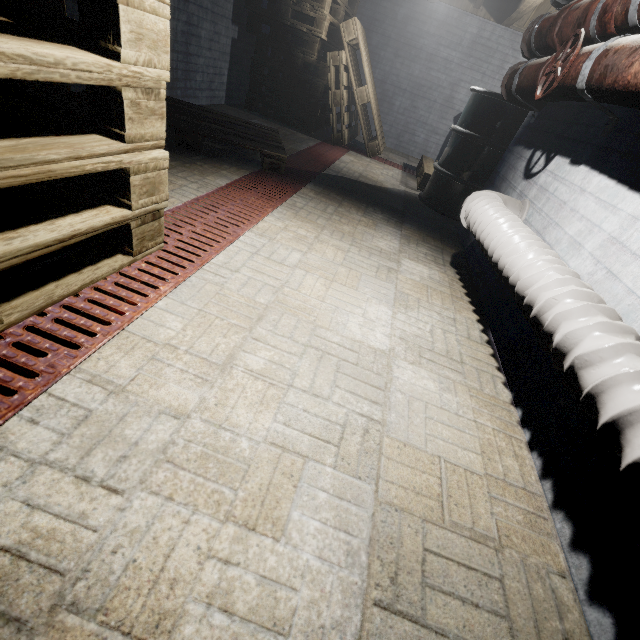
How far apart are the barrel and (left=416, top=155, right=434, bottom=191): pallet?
0.0 meters

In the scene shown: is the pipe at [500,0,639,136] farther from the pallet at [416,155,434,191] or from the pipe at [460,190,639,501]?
the pallet at [416,155,434,191]

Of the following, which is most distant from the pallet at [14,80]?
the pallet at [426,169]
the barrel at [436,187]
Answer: the barrel at [436,187]

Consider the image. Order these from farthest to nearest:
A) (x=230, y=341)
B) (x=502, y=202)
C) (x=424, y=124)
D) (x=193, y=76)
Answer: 1. (x=424, y=124)
2. (x=193, y=76)
3. (x=502, y=202)
4. (x=230, y=341)

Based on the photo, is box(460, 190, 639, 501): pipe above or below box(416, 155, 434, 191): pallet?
above

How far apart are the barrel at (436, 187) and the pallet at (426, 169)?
0.05m

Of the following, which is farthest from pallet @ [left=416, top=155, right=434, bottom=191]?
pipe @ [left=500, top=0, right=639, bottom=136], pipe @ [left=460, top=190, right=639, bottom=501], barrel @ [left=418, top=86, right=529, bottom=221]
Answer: pipe @ [left=460, top=190, right=639, bottom=501]

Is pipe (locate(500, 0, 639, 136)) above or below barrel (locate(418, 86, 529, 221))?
above
